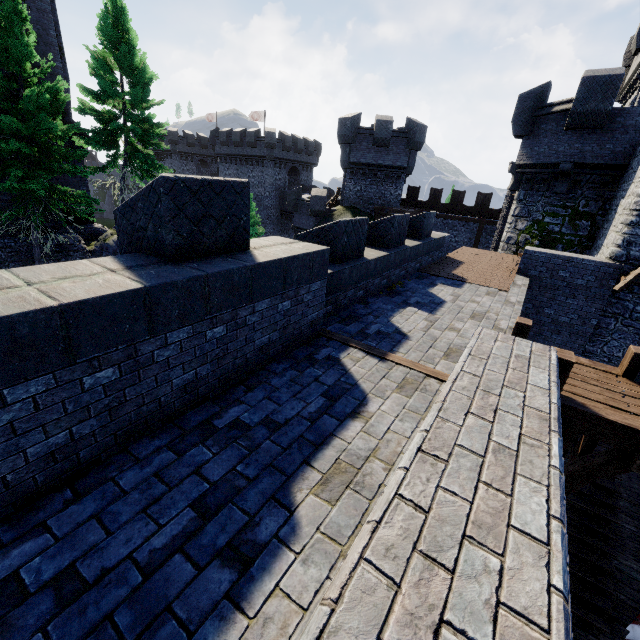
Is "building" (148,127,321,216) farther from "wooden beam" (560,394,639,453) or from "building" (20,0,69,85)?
"wooden beam" (560,394,639,453)

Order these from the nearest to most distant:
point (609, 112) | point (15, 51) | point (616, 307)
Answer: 1. point (616, 307)
2. point (609, 112)
3. point (15, 51)

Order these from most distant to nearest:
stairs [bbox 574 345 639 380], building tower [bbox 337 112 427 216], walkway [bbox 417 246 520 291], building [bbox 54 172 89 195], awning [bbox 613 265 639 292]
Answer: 1. building tower [bbox 337 112 427 216]
2. building [bbox 54 172 89 195]
3. walkway [bbox 417 246 520 291]
4. awning [bbox 613 265 639 292]
5. stairs [bbox 574 345 639 380]

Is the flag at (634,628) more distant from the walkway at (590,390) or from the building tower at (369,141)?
the building tower at (369,141)

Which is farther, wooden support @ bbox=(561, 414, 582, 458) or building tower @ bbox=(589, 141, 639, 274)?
building tower @ bbox=(589, 141, 639, 274)

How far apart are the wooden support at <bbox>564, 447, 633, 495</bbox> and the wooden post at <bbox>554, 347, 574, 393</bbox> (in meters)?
0.20

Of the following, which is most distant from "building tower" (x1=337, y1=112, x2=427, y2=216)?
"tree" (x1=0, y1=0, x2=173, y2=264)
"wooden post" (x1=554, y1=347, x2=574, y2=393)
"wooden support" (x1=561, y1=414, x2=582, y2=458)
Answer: "wooden support" (x1=561, y1=414, x2=582, y2=458)

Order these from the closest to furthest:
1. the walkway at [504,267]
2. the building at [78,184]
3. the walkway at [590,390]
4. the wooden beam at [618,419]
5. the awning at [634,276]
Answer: the wooden beam at [618,419]
the walkway at [590,390]
the awning at [634,276]
the walkway at [504,267]
the building at [78,184]
